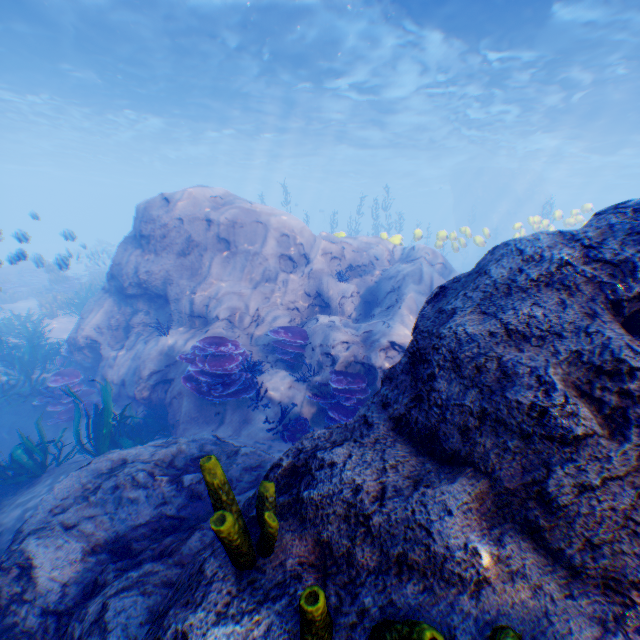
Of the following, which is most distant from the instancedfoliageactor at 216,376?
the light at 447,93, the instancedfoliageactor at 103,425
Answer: the instancedfoliageactor at 103,425

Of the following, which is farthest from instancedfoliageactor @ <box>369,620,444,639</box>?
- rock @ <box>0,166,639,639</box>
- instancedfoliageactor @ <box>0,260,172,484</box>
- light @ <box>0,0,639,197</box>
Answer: instancedfoliageactor @ <box>0,260,172,484</box>

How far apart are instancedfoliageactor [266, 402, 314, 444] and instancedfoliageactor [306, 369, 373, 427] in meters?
0.2

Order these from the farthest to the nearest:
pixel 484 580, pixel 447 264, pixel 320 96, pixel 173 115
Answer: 1. pixel 173 115
2. pixel 320 96
3. pixel 447 264
4. pixel 484 580

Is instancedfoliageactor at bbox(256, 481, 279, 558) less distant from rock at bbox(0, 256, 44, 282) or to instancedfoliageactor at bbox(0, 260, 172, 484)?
rock at bbox(0, 256, 44, 282)

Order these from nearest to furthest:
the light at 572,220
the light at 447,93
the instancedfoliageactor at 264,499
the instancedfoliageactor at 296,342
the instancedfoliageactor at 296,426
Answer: the instancedfoliageactor at 264,499 → the instancedfoliageactor at 296,426 → the instancedfoliageactor at 296,342 → the light at 447,93 → the light at 572,220

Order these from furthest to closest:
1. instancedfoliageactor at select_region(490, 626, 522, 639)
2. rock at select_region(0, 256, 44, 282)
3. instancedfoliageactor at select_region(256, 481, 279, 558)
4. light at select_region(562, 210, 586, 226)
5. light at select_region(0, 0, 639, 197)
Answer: light at select_region(562, 210, 586, 226) → light at select_region(0, 0, 639, 197) → rock at select_region(0, 256, 44, 282) → instancedfoliageactor at select_region(256, 481, 279, 558) → instancedfoliageactor at select_region(490, 626, 522, 639)

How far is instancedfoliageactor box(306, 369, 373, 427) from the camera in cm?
636
